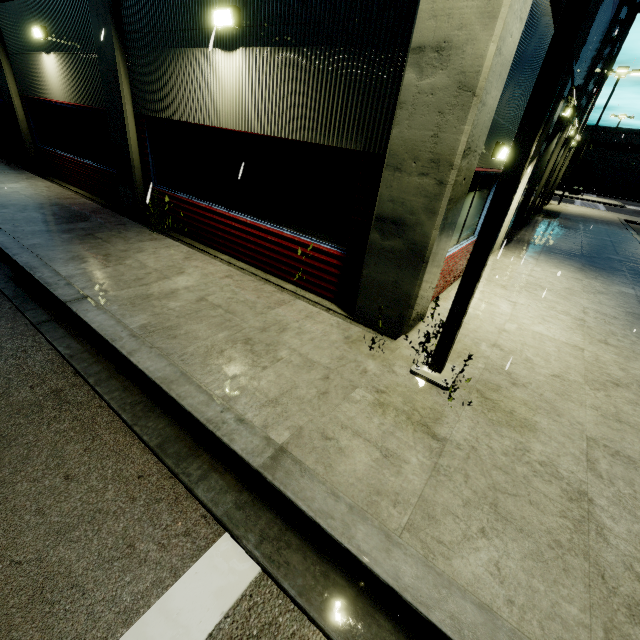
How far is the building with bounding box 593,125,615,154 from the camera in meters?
58.3

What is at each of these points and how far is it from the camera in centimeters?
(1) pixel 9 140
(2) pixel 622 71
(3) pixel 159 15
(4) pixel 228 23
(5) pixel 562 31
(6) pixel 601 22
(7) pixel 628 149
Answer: (1) tarp, 1319cm
(2) light, 2406cm
(3) building, 627cm
(4) light, 524cm
(5) light, 257cm
(6) building, 1085cm
(7) building, 5794cm

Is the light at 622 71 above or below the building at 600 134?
above

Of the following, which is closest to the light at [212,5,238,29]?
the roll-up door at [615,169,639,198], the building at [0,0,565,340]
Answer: the building at [0,0,565,340]

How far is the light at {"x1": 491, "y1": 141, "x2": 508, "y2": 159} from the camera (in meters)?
5.79

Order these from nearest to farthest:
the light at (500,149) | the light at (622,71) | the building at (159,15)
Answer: the building at (159,15), the light at (500,149), the light at (622,71)

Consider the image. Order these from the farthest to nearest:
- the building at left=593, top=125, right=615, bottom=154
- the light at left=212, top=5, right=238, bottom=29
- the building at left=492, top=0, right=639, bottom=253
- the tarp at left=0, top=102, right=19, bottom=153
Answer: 1. the building at left=593, top=125, right=615, bottom=154
2. the tarp at left=0, top=102, right=19, bottom=153
3. the building at left=492, top=0, right=639, bottom=253
4. the light at left=212, top=5, right=238, bottom=29

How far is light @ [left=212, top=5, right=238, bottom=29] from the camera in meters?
5.2
